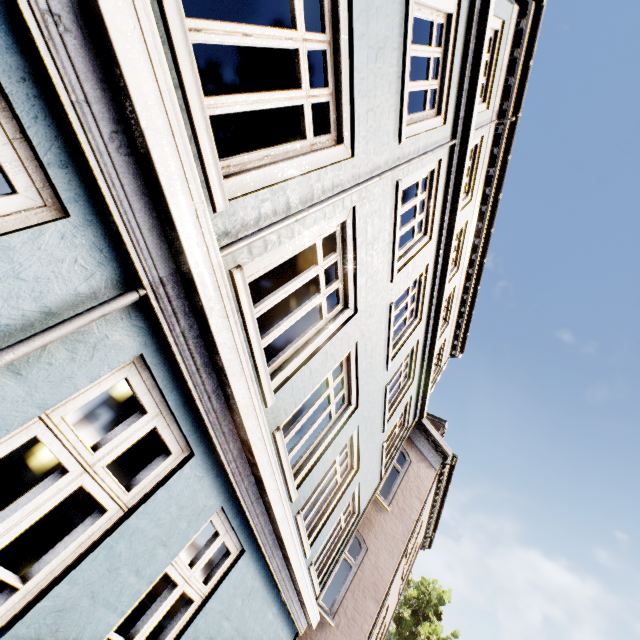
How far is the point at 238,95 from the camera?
2.24m
